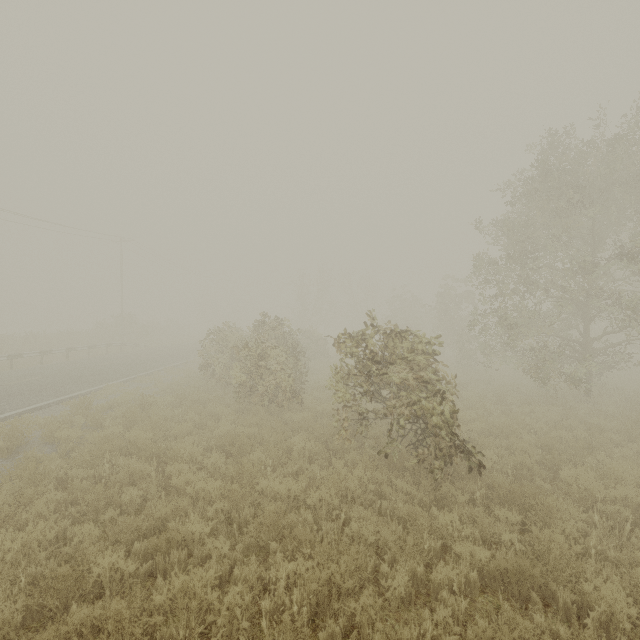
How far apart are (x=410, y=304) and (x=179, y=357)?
27.0m

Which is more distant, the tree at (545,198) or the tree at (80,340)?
the tree at (80,340)

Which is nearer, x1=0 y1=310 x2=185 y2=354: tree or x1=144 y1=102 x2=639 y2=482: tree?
x1=144 y1=102 x2=639 y2=482: tree
